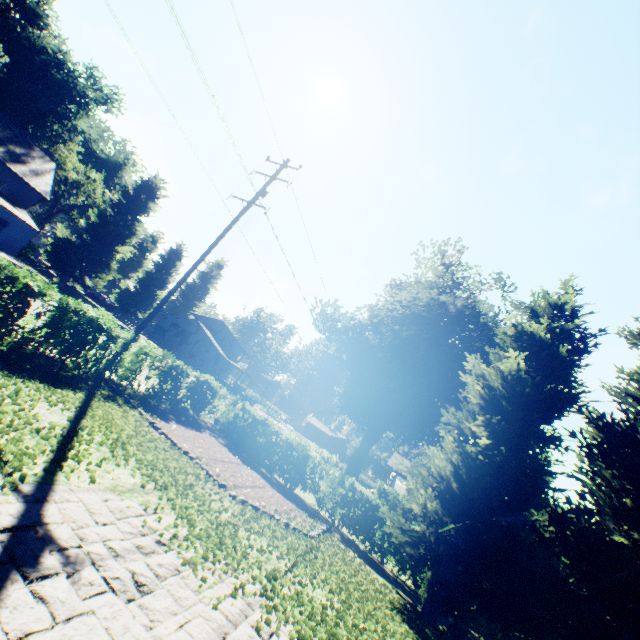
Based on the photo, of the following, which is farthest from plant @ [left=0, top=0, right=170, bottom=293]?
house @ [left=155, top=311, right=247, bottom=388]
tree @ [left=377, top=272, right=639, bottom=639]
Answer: tree @ [left=377, top=272, right=639, bottom=639]

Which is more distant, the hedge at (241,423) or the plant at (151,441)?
the hedge at (241,423)

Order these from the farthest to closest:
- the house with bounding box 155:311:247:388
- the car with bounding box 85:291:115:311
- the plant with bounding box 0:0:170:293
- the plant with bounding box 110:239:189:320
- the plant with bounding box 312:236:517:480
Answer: the house with bounding box 155:311:247:388
the plant with bounding box 110:239:189:320
the car with bounding box 85:291:115:311
the plant with bounding box 0:0:170:293
the plant with bounding box 312:236:517:480

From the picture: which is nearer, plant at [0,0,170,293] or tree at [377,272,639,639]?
tree at [377,272,639,639]

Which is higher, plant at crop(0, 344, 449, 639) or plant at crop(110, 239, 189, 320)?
plant at crop(110, 239, 189, 320)

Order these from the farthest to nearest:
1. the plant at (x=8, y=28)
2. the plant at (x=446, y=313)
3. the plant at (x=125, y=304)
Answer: the plant at (x=125, y=304) → the plant at (x=8, y=28) → the plant at (x=446, y=313)

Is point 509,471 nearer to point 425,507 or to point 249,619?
point 425,507

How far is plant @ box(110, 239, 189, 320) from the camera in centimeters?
4997cm
